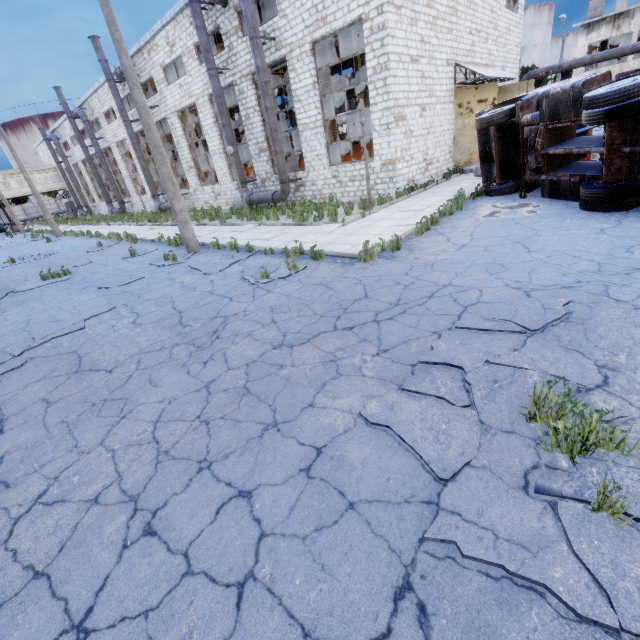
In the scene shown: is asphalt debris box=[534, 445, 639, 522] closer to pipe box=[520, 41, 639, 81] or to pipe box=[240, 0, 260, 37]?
pipe box=[240, 0, 260, 37]

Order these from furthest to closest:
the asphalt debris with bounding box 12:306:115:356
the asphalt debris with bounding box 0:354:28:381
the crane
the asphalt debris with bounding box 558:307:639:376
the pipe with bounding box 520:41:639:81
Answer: the crane, the pipe with bounding box 520:41:639:81, the asphalt debris with bounding box 12:306:115:356, the asphalt debris with bounding box 0:354:28:381, the asphalt debris with bounding box 558:307:639:376

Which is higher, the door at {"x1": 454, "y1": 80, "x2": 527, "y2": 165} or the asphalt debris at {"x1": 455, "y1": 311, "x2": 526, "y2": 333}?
the door at {"x1": 454, "y1": 80, "x2": 527, "y2": 165}

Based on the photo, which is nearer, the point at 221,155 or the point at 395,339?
the point at 395,339

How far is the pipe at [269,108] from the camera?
15.1 meters

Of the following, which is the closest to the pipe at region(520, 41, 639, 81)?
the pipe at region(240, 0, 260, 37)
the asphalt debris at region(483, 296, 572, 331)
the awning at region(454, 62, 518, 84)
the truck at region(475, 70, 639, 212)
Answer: the awning at region(454, 62, 518, 84)

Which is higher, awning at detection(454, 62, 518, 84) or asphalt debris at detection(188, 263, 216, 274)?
awning at detection(454, 62, 518, 84)

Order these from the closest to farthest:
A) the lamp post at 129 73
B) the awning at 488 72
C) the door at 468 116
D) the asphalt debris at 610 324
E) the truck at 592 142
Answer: the asphalt debris at 610 324 → the truck at 592 142 → the lamp post at 129 73 → the awning at 488 72 → the door at 468 116
